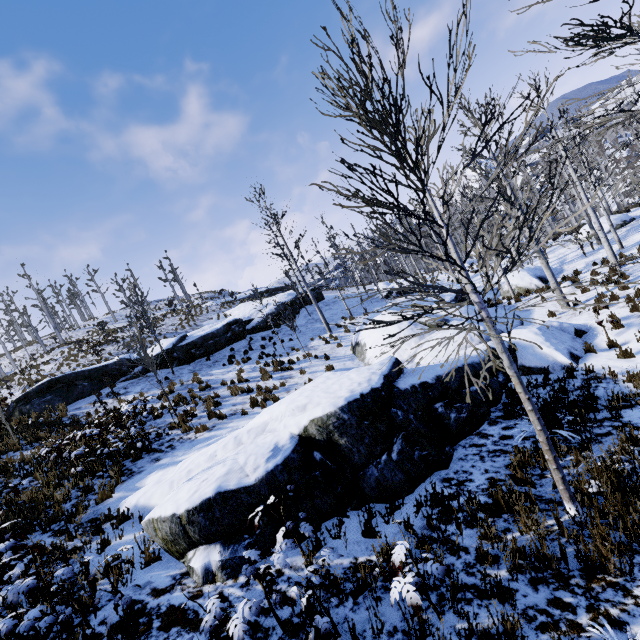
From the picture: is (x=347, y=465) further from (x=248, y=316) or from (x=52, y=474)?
(x=248, y=316)

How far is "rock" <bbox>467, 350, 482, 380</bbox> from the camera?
7.6 meters

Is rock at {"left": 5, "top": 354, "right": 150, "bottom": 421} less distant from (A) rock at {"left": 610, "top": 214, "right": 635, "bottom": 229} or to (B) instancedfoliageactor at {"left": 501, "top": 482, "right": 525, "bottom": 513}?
(B) instancedfoliageactor at {"left": 501, "top": 482, "right": 525, "bottom": 513}

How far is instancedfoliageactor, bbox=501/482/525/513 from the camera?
4.3 meters

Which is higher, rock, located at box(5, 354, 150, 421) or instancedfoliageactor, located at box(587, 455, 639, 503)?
rock, located at box(5, 354, 150, 421)

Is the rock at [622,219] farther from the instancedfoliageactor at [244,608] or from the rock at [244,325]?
the rock at [244,325]

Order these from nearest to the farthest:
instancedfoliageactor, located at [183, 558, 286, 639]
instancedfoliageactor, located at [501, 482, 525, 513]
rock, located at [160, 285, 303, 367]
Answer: instancedfoliageactor, located at [183, 558, 286, 639], instancedfoliageactor, located at [501, 482, 525, 513], rock, located at [160, 285, 303, 367]

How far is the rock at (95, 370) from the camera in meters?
15.2 m
